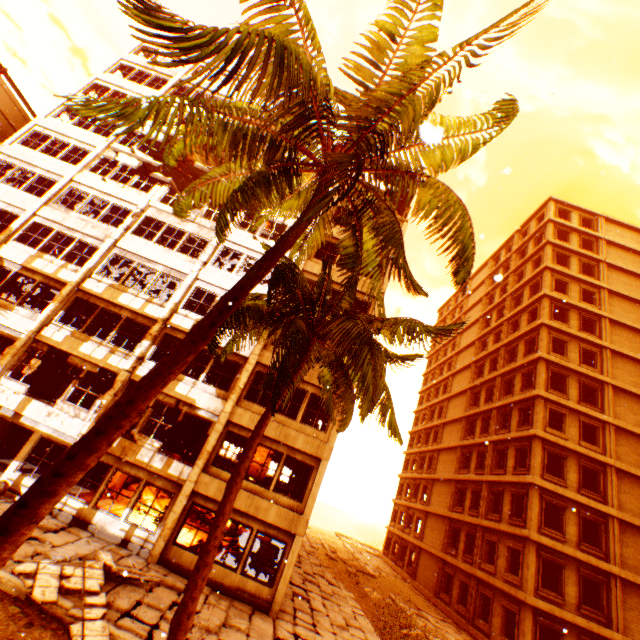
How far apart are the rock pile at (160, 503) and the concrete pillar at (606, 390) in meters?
28.7 m

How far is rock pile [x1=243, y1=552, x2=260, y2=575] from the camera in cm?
1363

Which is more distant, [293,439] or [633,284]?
[633,284]

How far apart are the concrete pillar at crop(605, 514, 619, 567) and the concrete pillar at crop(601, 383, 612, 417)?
6.3 meters

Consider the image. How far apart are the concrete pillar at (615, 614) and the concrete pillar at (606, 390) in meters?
9.4 m

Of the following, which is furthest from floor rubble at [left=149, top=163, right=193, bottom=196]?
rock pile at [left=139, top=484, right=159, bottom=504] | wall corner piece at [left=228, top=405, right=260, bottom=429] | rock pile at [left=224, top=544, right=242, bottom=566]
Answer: rock pile at [left=139, top=484, right=159, bottom=504]

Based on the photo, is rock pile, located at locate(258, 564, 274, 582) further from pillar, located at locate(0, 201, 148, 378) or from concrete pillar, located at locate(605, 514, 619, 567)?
concrete pillar, located at locate(605, 514, 619, 567)

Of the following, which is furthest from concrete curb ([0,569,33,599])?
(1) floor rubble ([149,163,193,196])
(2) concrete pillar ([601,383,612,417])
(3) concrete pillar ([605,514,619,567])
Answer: (2) concrete pillar ([601,383,612,417])
